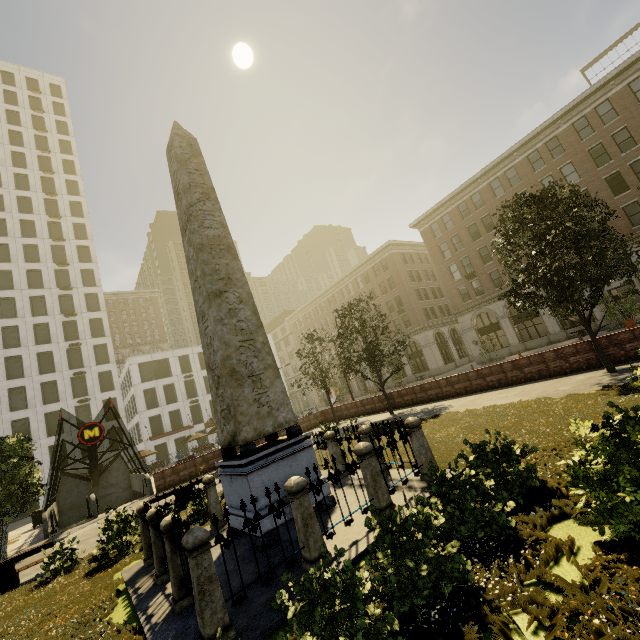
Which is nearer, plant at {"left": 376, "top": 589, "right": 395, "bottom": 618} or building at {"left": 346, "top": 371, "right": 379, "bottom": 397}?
plant at {"left": 376, "top": 589, "right": 395, "bottom": 618}

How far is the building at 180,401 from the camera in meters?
45.3

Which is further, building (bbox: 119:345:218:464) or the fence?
building (bbox: 119:345:218:464)

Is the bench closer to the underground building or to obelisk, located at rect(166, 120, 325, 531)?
obelisk, located at rect(166, 120, 325, 531)

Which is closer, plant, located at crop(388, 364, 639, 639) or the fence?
plant, located at crop(388, 364, 639, 639)

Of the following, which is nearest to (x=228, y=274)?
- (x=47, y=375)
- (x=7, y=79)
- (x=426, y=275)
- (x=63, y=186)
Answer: (x=426, y=275)

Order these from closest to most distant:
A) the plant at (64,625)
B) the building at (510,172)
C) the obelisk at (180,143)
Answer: the plant at (64,625) → the obelisk at (180,143) → the building at (510,172)

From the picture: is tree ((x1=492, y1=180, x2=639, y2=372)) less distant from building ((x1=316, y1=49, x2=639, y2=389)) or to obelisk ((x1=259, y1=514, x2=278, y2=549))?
building ((x1=316, y1=49, x2=639, y2=389))
